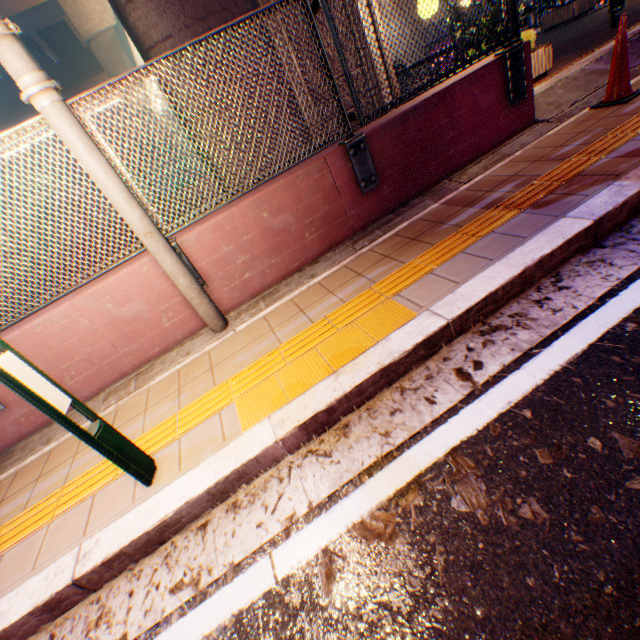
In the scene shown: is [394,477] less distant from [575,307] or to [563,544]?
[563,544]

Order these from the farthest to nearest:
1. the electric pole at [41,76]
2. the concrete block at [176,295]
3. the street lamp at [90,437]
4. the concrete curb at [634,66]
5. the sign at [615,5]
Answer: the sign at [615,5] → the concrete curb at [634,66] → the concrete block at [176,295] → the electric pole at [41,76] → the street lamp at [90,437]

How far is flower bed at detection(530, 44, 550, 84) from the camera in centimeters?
542cm

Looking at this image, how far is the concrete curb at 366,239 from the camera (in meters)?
3.46

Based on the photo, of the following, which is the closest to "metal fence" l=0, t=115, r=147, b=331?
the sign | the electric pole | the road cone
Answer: the electric pole

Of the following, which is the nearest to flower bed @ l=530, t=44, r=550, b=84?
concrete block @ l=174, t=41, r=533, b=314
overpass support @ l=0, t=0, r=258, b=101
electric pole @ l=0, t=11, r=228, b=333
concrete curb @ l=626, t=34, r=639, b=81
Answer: concrete curb @ l=626, t=34, r=639, b=81

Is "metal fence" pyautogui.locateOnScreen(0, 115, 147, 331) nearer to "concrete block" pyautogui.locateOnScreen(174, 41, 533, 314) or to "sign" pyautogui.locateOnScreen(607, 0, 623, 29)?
"concrete block" pyautogui.locateOnScreen(174, 41, 533, 314)

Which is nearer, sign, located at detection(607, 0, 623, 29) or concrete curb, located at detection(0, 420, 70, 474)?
concrete curb, located at detection(0, 420, 70, 474)
